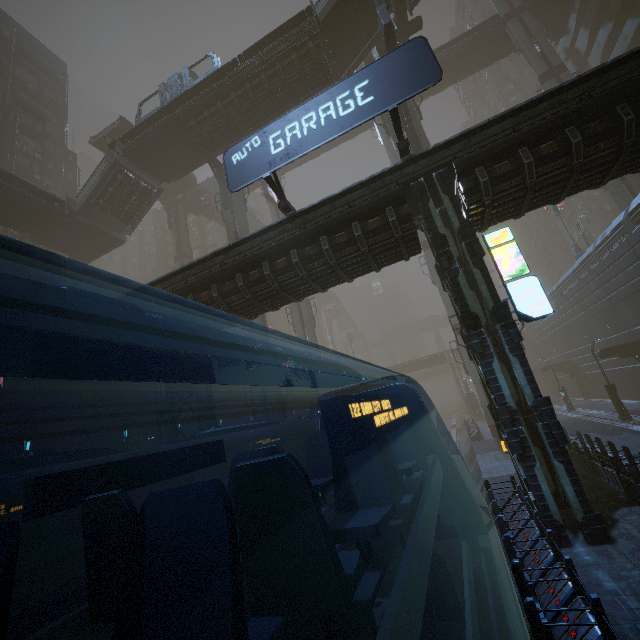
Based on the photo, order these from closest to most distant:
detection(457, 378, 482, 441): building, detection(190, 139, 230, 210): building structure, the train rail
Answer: the train rail, detection(190, 139, 230, 210): building structure, detection(457, 378, 482, 441): building

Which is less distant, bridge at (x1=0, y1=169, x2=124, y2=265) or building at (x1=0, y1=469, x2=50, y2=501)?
building at (x1=0, y1=469, x2=50, y2=501)

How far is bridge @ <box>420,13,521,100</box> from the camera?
36.25m

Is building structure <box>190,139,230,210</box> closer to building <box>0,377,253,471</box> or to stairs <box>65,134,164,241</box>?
building <box>0,377,253,471</box>

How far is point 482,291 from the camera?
10.4m

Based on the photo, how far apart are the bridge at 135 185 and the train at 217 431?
24.8 meters

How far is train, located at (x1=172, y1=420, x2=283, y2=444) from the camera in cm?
1033

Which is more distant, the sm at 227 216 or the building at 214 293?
the sm at 227 216
